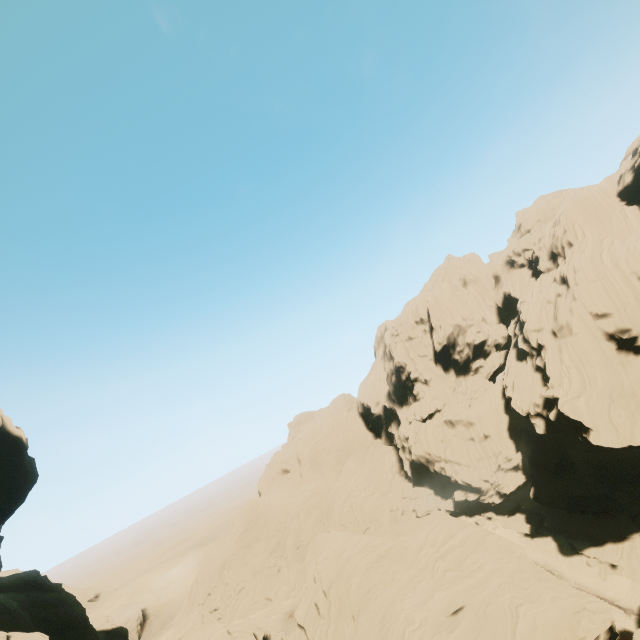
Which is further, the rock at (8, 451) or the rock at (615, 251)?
the rock at (615, 251)

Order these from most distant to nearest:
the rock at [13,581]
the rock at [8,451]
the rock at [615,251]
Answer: the rock at [13,581] → the rock at [615,251] → the rock at [8,451]

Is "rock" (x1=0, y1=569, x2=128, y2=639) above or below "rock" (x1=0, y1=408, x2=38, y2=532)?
below

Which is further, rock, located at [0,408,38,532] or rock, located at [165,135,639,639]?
rock, located at [165,135,639,639]

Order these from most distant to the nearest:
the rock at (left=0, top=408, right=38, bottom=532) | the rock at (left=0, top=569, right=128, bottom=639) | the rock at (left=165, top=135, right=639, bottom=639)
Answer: the rock at (left=0, top=569, right=128, bottom=639) < the rock at (left=165, top=135, right=639, bottom=639) < the rock at (left=0, top=408, right=38, bottom=532)

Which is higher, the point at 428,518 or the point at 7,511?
the point at 7,511
